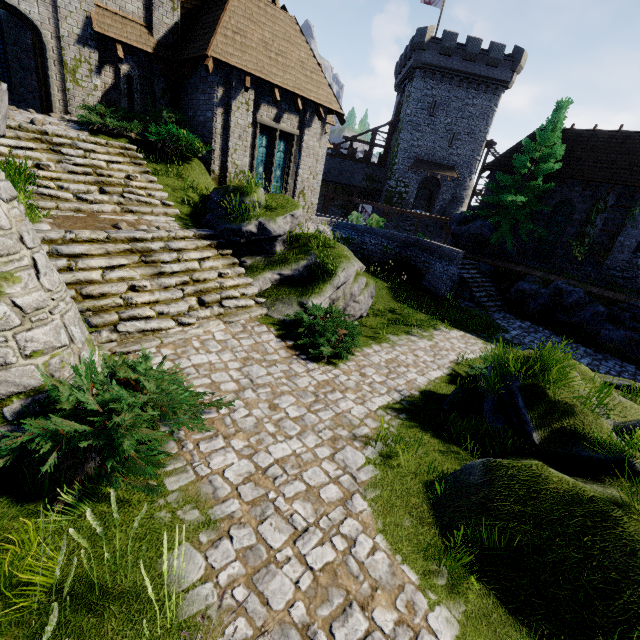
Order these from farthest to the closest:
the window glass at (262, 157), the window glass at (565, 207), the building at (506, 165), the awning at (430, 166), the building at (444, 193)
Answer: the building at (444, 193)
the awning at (430, 166)
the building at (506, 165)
the window glass at (565, 207)
the window glass at (262, 157)

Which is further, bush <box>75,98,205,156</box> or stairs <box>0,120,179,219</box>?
bush <box>75,98,205,156</box>

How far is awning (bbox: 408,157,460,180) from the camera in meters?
37.2

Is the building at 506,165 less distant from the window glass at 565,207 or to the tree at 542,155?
the tree at 542,155

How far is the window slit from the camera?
12.1m

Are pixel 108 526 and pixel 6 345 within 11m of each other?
yes

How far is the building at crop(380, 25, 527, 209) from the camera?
32.84m
